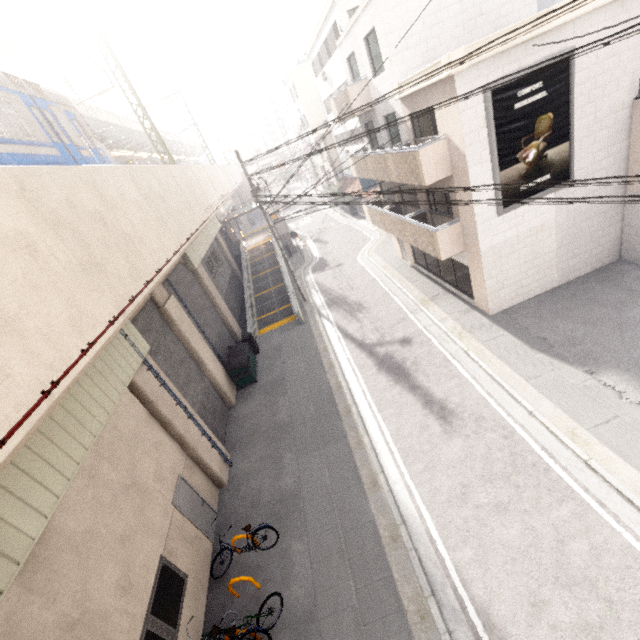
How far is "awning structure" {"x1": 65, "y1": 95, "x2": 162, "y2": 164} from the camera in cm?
1852

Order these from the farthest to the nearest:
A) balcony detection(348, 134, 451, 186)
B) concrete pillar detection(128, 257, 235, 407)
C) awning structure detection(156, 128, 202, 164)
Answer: awning structure detection(156, 128, 202, 164) < concrete pillar detection(128, 257, 235, 407) < balcony detection(348, 134, 451, 186)

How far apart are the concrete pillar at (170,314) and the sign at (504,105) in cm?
1256

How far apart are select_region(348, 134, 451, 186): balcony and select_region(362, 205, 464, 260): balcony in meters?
1.6

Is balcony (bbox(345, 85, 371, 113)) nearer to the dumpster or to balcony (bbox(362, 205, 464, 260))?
A: balcony (bbox(362, 205, 464, 260))

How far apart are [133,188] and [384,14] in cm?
1084

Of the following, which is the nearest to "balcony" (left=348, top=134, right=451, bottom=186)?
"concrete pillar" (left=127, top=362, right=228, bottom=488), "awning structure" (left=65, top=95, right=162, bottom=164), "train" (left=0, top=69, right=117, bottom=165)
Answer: "train" (left=0, top=69, right=117, bottom=165)

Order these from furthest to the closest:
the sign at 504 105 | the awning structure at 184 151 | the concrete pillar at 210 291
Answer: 1. the awning structure at 184 151
2. the concrete pillar at 210 291
3. the sign at 504 105
